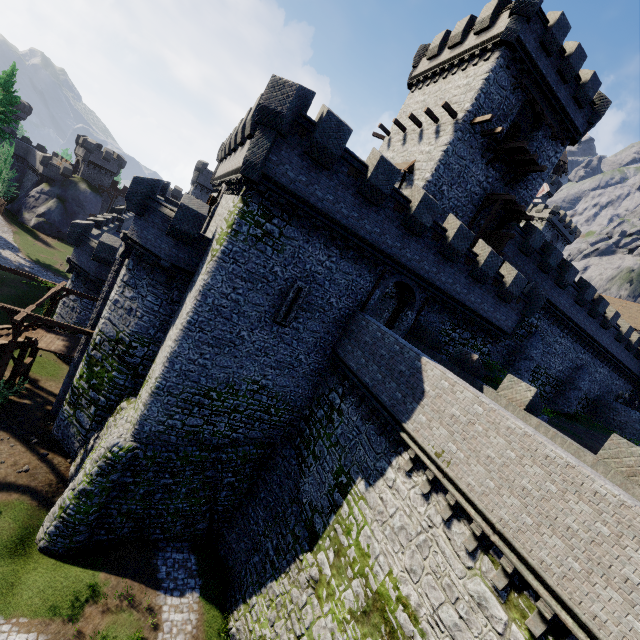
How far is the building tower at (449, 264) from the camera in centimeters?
1366cm

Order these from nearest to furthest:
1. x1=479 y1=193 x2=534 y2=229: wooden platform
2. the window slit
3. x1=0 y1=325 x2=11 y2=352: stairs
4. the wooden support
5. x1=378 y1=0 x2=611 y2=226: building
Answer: the window slit → the wooden support → x1=0 y1=325 x2=11 y2=352: stairs → x1=378 y1=0 x2=611 y2=226: building → x1=479 y1=193 x2=534 y2=229: wooden platform

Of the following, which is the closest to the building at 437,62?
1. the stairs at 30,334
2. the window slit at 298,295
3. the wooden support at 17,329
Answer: the window slit at 298,295

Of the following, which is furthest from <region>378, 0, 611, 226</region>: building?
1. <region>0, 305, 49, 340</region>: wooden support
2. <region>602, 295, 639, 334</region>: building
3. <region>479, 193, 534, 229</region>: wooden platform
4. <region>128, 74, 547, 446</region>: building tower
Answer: <region>602, 295, 639, 334</region>: building

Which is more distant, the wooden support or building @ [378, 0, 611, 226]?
building @ [378, 0, 611, 226]

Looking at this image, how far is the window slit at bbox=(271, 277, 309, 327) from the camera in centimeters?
1582cm

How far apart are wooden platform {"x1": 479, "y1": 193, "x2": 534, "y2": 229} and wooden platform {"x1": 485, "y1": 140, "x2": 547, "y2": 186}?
1.3m

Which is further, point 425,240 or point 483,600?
point 425,240
